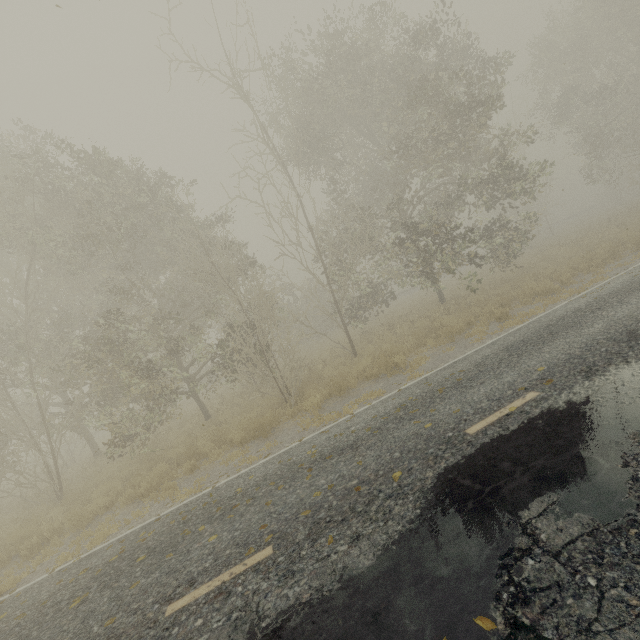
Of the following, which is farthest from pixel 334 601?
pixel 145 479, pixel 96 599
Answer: pixel 145 479
